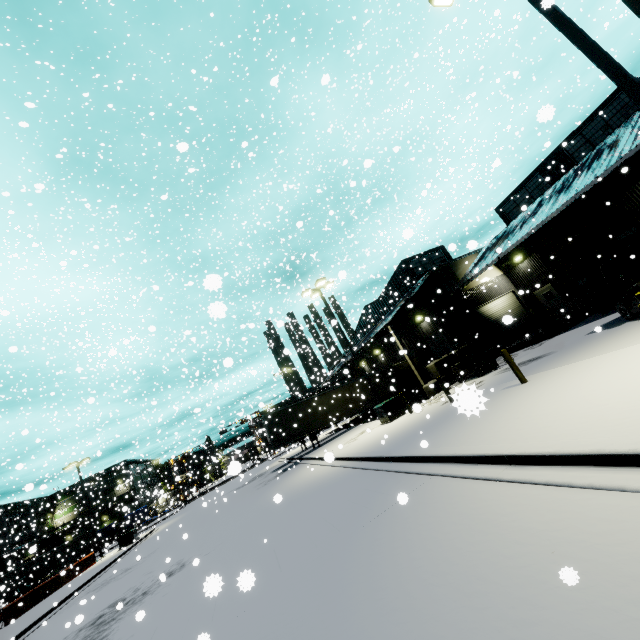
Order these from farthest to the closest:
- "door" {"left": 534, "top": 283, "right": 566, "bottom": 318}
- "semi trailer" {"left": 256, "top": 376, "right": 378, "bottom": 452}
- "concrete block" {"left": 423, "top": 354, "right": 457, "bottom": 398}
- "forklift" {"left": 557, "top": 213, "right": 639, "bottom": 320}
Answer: "semi trailer" {"left": 256, "top": 376, "right": 378, "bottom": 452}, "door" {"left": 534, "top": 283, "right": 566, "bottom": 318}, "concrete block" {"left": 423, "top": 354, "right": 457, "bottom": 398}, "forklift" {"left": 557, "top": 213, "right": 639, "bottom": 320}

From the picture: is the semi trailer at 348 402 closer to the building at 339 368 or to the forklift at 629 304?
the building at 339 368

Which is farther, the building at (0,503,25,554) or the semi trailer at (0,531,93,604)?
the semi trailer at (0,531,93,604)

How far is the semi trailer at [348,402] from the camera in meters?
25.5 m

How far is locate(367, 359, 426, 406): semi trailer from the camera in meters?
28.7

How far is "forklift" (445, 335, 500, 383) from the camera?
17.8m

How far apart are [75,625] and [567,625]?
16.12m
